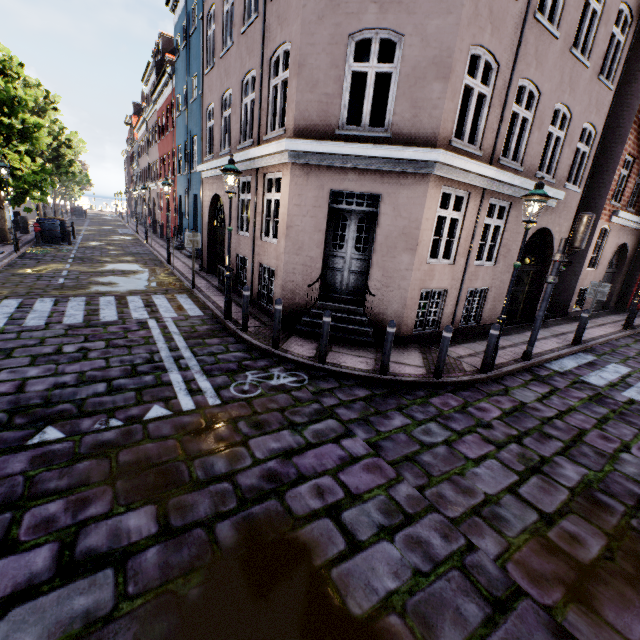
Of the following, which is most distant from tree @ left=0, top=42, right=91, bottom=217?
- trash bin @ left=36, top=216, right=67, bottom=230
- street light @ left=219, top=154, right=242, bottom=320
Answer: street light @ left=219, top=154, right=242, bottom=320

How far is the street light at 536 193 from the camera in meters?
6.0 m

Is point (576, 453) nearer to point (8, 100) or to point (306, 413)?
point (306, 413)

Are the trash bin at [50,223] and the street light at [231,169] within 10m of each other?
no

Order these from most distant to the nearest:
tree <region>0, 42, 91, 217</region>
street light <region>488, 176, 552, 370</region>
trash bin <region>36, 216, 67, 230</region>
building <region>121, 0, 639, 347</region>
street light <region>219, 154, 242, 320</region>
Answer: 1. trash bin <region>36, 216, 67, 230</region>
2. tree <region>0, 42, 91, 217</region>
3. street light <region>219, 154, 242, 320</region>
4. building <region>121, 0, 639, 347</region>
5. street light <region>488, 176, 552, 370</region>

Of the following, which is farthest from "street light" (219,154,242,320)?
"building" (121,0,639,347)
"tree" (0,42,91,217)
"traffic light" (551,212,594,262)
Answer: "traffic light" (551,212,594,262)

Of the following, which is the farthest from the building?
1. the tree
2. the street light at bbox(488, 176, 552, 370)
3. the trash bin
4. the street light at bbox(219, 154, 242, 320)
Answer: the trash bin

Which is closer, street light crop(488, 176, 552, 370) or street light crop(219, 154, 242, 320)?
street light crop(488, 176, 552, 370)
